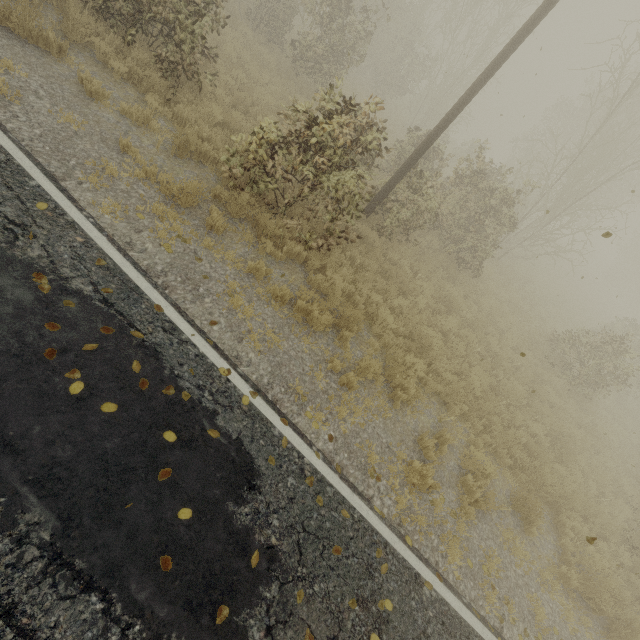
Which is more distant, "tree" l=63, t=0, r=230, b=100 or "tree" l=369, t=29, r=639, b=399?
"tree" l=369, t=29, r=639, b=399

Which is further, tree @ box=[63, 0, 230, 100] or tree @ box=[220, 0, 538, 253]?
tree @ box=[63, 0, 230, 100]

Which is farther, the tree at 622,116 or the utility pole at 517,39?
the tree at 622,116

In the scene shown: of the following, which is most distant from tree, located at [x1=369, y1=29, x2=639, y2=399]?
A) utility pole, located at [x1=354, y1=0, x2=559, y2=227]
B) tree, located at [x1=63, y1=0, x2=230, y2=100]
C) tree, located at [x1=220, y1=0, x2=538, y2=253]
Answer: tree, located at [x1=63, y1=0, x2=230, y2=100]

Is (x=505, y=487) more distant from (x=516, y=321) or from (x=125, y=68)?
(x=125, y=68)

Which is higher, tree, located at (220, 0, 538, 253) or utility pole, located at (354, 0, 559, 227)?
utility pole, located at (354, 0, 559, 227)

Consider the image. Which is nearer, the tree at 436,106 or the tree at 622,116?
the tree at 436,106

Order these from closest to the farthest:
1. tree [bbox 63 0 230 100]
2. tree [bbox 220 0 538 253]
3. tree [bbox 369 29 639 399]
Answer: tree [bbox 220 0 538 253]
tree [bbox 63 0 230 100]
tree [bbox 369 29 639 399]
